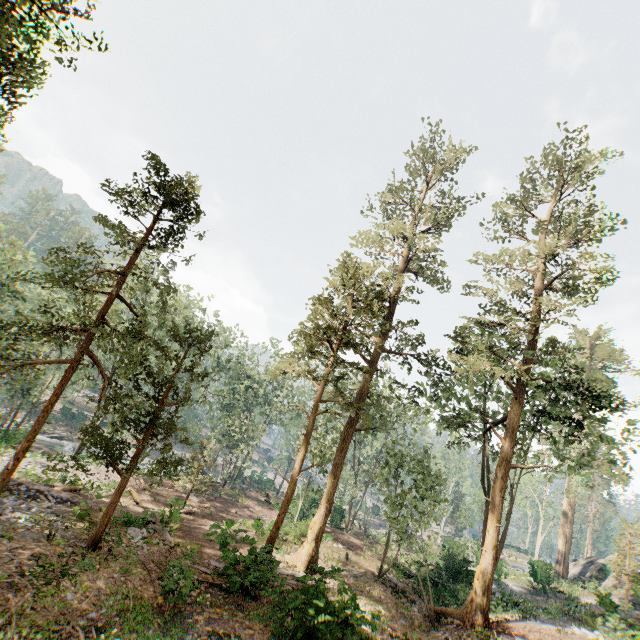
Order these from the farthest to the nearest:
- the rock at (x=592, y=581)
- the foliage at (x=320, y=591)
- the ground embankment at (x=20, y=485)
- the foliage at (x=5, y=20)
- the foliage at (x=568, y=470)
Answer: the rock at (x=592, y=581)
the ground embankment at (x=20, y=485)
the foliage at (x=568, y=470)
the foliage at (x=5, y=20)
the foliage at (x=320, y=591)

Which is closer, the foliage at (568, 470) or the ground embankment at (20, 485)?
the foliage at (568, 470)

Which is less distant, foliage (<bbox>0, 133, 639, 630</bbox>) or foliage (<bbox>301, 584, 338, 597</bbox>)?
foliage (<bbox>301, 584, 338, 597</bbox>)

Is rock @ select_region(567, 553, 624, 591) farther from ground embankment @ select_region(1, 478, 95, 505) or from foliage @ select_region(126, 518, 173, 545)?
ground embankment @ select_region(1, 478, 95, 505)

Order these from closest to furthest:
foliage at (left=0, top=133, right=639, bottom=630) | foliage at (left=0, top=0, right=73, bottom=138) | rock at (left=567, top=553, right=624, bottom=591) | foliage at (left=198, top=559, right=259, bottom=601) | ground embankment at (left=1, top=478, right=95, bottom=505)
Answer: foliage at (left=0, top=0, right=73, bottom=138) → foliage at (left=198, top=559, right=259, bottom=601) → foliage at (left=0, top=133, right=639, bottom=630) → ground embankment at (left=1, top=478, right=95, bottom=505) → rock at (left=567, top=553, right=624, bottom=591)

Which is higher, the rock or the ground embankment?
the rock

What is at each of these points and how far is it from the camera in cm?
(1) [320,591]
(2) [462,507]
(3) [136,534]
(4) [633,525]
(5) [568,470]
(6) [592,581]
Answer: (1) foliage, 1093
(2) foliage, 4394
(3) foliage, 1625
(4) foliage, 2980
(5) foliage, 2388
(6) rock, 3519
